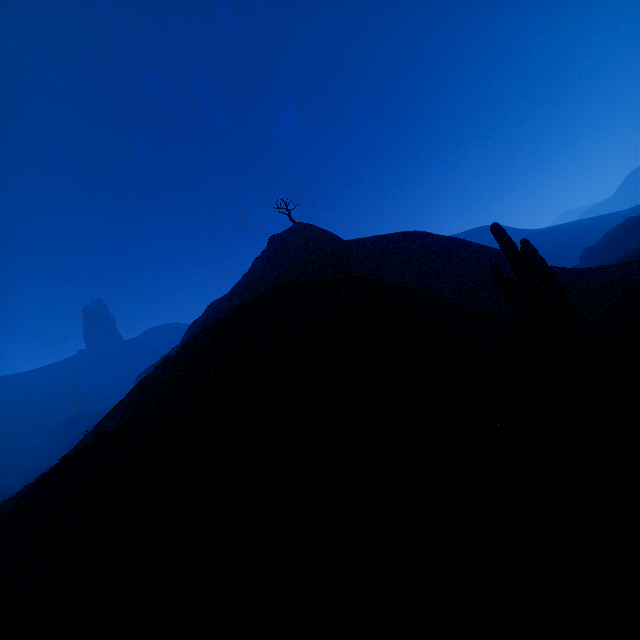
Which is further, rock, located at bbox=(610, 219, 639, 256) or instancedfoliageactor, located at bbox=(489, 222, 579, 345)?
rock, located at bbox=(610, 219, 639, 256)

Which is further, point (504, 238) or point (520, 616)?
point (504, 238)

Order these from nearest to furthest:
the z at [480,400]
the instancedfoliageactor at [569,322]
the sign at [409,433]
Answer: the sign at [409,433]
the z at [480,400]
the instancedfoliageactor at [569,322]

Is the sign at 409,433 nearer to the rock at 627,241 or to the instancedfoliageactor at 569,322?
the instancedfoliageactor at 569,322

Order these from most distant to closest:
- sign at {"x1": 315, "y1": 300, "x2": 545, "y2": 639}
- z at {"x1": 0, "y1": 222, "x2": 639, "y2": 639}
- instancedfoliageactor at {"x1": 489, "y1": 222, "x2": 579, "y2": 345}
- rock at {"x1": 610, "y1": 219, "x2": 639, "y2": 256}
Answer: rock at {"x1": 610, "y1": 219, "x2": 639, "y2": 256} → instancedfoliageactor at {"x1": 489, "y1": 222, "x2": 579, "y2": 345} → z at {"x1": 0, "y1": 222, "x2": 639, "y2": 639} → sign at {"x1": 315, "y1": 300, "x2": 545, "y2": 639}

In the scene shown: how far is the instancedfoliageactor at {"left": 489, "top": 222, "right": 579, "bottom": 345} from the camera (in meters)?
8.87

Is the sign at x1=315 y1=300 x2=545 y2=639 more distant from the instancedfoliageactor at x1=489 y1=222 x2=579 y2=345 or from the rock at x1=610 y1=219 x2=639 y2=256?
the rock at x1=610 y1=219 x2=639 y2=256

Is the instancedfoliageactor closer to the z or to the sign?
the z
